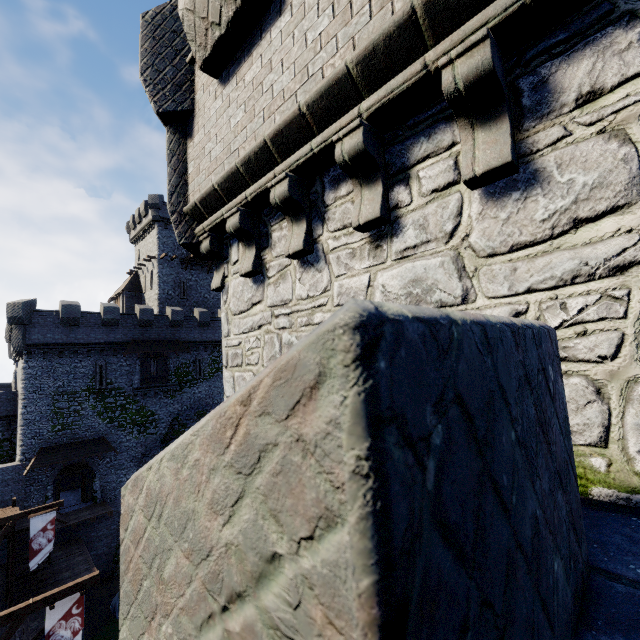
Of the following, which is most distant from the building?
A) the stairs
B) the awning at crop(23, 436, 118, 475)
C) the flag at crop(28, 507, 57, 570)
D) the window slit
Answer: the flag at crop(28, 507, 57, 570)

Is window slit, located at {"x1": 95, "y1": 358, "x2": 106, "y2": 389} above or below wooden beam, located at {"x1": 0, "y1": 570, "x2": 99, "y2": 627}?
above

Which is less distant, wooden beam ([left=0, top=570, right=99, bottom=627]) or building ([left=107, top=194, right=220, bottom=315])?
wooden beam ([left=0, top=570, right=99, bottom=627])

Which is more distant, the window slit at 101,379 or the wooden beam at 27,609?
the window slit at 101,379

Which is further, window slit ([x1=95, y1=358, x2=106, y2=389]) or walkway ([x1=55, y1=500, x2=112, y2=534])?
window slit ([x1=95, y1=358, x2=106, y2=389])

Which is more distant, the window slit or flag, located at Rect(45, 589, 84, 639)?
the window slit

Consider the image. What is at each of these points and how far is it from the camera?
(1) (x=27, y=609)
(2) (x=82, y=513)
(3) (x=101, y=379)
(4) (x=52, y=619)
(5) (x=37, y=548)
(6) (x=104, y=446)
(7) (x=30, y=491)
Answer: (1) wooden beam, 10.56m
(2) walkway, 26.20m
(3) window slit, 29.42m
(4) flag, 11.30m
(5) flag, 17.80m
(6) awning, 28.61m
(7) building tower, 25.34m

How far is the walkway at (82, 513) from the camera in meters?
24.6 m
